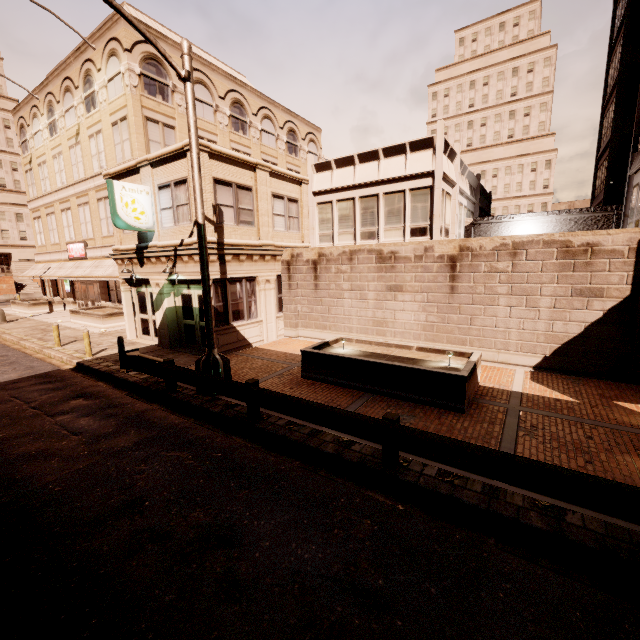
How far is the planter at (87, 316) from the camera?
20.19m

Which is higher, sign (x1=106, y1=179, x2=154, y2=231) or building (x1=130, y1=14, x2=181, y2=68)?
building (x1=130, y1=14, x2=181, y2=68)

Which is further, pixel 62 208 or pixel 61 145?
pixel 62 208

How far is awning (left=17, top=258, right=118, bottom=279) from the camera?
21.8m

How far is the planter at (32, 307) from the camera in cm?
2797

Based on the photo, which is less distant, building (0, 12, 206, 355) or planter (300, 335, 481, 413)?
planter (300, 335, 481, 413)

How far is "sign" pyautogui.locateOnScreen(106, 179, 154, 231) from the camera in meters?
12.5 m

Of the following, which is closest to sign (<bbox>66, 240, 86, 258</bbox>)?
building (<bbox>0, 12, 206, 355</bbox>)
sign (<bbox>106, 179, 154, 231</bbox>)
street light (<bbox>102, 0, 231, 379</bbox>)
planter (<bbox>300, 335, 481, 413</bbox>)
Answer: building (<bbox>0, 12, 206, 355</bbox>)
